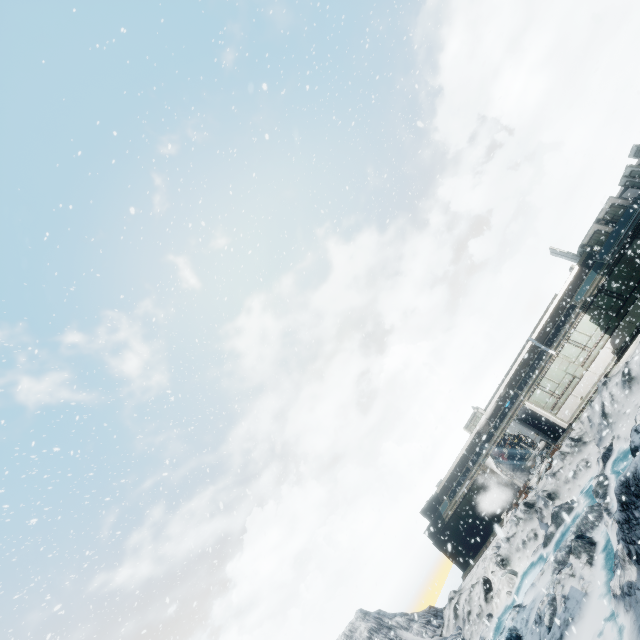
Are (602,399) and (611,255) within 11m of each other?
yes
